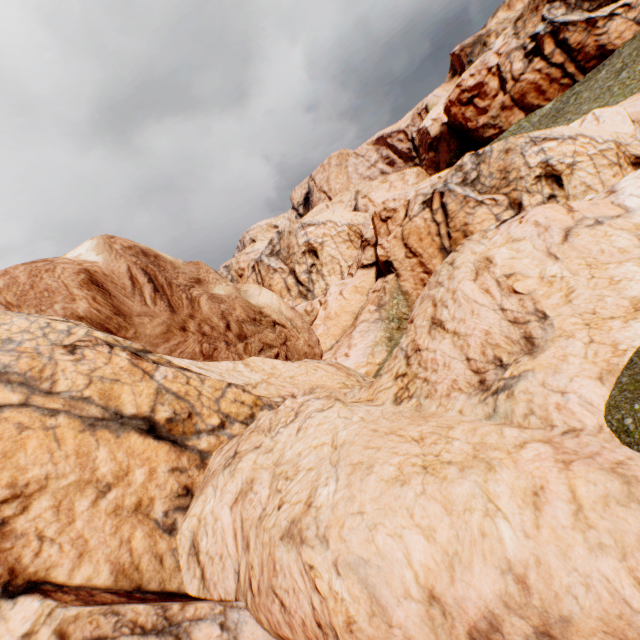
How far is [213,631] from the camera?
3.9 meters
